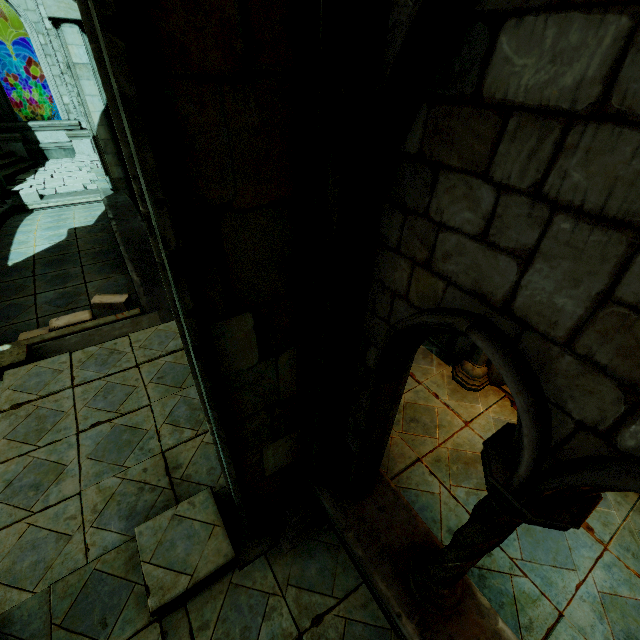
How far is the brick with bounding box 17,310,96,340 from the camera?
5.91m

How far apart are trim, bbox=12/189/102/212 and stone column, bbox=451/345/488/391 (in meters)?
13.60

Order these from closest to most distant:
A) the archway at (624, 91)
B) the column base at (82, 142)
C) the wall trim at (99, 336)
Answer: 1. the archway at (624, 91)
2. the wall trim at (99, 336)
3. the column base at (82, 142)

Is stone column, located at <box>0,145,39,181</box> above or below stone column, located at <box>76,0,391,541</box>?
below

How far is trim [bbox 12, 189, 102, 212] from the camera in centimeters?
1111cm

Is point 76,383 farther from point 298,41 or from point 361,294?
point 298,41

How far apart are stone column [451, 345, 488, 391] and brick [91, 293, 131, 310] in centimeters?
658cm

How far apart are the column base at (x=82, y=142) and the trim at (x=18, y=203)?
4.39m
